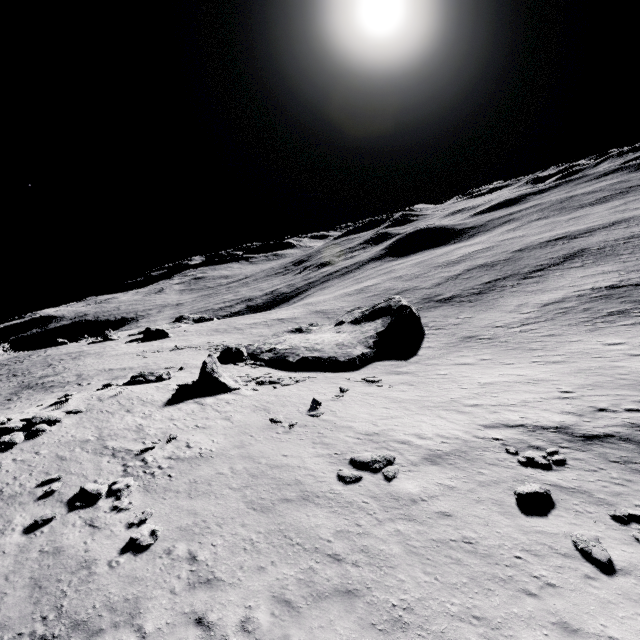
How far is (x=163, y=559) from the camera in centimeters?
1033cm

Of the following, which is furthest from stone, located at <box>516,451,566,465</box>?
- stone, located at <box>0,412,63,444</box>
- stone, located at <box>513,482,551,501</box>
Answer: stone, located at <box>0,412,63,444</box>

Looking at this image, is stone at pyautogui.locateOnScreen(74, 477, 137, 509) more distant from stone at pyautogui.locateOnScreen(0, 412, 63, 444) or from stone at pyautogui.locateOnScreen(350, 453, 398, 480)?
stone at pyautogui.locateOnScreen(350, 453, 398, 480)

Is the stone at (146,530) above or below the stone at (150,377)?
below

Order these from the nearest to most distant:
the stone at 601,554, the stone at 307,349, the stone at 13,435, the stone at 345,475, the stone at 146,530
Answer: the stone at 601,554 → the stone at 146,530 → the stone at 345,475 → the stone at 13,435 → the stone at 307,349

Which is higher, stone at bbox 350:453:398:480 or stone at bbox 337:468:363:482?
stone at bbox 337:468:363:482

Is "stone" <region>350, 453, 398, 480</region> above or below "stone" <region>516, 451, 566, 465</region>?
above

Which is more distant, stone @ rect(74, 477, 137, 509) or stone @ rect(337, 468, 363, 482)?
stone @ rect(337, 468, 363, 482)
